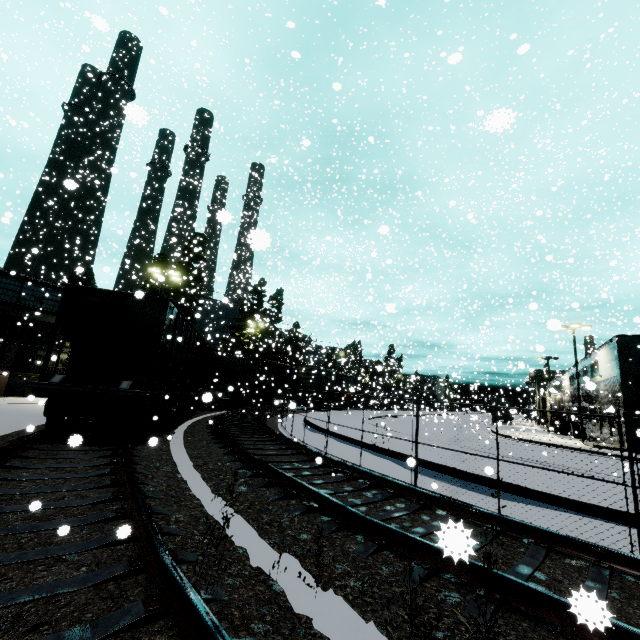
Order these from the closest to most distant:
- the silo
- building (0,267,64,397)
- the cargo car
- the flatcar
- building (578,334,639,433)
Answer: the flatcar → building (0,267,64,397) → building (578,334,639,433) → the cargo car → the silo

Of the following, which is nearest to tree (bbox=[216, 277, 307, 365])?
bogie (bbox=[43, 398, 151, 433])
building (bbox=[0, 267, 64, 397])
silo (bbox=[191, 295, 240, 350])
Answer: silo (bbox=[191, 295, 240, 350])

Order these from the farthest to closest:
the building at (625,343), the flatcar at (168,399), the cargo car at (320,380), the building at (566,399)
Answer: the cargo car at (320,380) < the building at (566,399) < the building at (625,343) < the flatcar at (168,399)

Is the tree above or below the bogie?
above

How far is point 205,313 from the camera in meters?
43.7 m

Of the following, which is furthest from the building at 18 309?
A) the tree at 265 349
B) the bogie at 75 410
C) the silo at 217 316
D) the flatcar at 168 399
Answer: the tree at 265 349

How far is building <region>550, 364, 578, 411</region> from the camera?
28.3 meters

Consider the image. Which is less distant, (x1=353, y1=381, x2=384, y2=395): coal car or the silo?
Result: the silo
